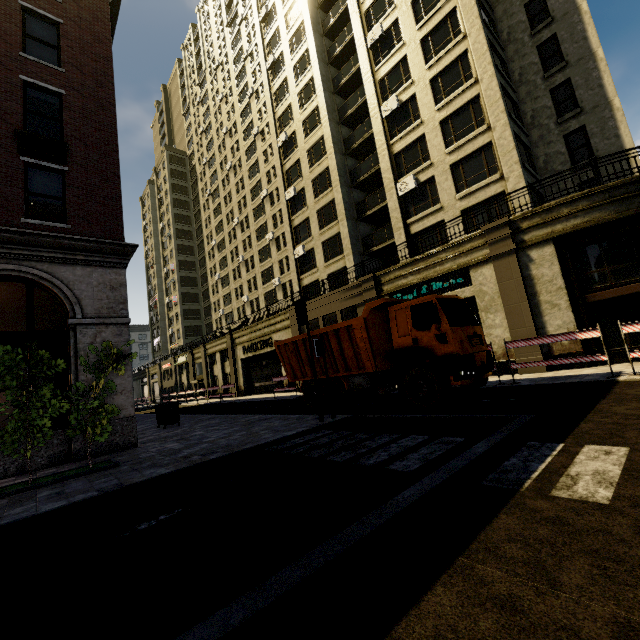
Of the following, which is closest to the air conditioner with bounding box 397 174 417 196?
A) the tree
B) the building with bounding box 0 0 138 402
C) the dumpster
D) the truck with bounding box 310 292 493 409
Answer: the building with bounding box 0 0 138 402

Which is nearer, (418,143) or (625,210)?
(625,210)

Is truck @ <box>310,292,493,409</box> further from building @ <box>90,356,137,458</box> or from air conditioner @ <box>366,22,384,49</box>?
air conditioner @ <box>366,22,384,49</box>

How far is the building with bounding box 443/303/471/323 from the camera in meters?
16.6 m

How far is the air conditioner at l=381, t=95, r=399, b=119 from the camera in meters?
21.9

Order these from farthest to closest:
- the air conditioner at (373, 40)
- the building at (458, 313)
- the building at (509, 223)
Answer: the air conditioner at (373, 40)
the building at (458, 313)
the building at (509, 223)

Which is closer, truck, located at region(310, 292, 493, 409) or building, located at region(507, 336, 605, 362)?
truck, located at region(310, 292, 493, 409)

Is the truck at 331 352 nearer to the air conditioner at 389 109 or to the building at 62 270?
the building at 62 270
